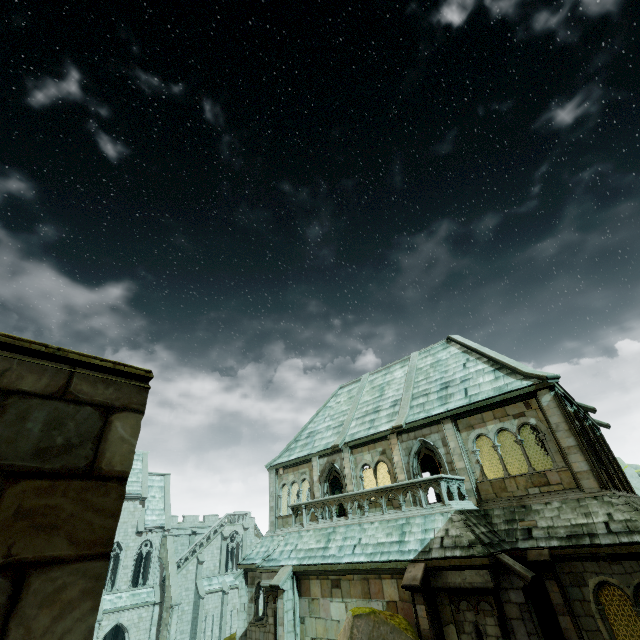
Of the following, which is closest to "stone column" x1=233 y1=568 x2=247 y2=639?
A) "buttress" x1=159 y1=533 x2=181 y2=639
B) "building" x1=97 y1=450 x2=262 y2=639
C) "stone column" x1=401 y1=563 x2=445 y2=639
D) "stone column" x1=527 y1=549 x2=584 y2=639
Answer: "building" x1=97 y1=450 x2=262 y2=639

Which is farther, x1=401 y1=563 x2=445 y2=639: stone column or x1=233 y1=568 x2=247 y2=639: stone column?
x1=233 y1=568 x2=247 y2=639: stone column

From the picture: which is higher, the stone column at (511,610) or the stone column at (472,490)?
the stone column at (472,490)

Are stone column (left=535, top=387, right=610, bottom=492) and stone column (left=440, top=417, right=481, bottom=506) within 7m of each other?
yes

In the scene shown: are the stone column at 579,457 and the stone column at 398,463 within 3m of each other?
no

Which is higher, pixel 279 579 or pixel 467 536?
pixel 467 536

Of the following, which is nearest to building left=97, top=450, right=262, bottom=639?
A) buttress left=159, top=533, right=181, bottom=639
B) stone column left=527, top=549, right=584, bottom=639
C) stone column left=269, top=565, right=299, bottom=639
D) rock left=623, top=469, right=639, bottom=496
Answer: buttress left=159, top=533, right=181, bottom=639

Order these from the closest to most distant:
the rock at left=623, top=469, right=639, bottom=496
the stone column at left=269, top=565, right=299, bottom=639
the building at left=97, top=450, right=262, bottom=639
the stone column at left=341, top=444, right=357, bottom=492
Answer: the stone column at left=269, top=565, right=299, bottom=639
the stone column at left=341, top=444, right=357, bottom=492
the building at left=97, top=450, right=262, bottom=639
the rock at left=623, top=469, right=639, bottom=496
